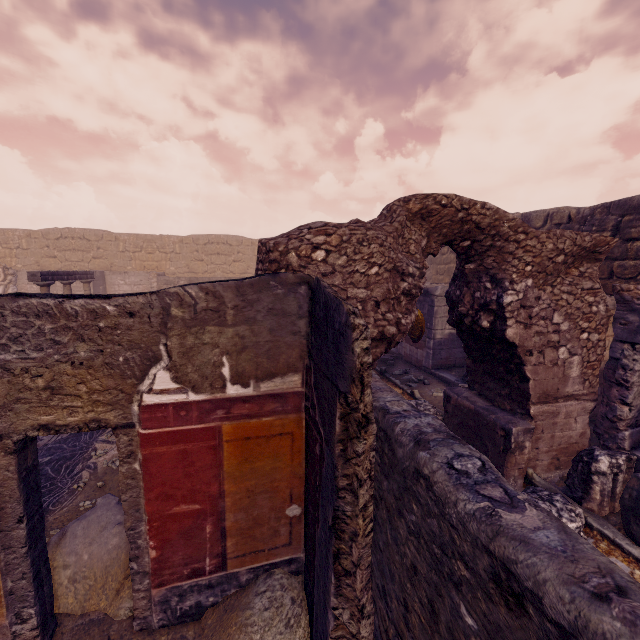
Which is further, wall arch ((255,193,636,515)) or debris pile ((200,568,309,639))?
wall arch ((255,193,636,515))

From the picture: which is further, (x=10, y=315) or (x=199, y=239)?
(x=199, y=239)

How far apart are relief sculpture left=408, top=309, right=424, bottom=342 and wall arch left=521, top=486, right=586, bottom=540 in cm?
534

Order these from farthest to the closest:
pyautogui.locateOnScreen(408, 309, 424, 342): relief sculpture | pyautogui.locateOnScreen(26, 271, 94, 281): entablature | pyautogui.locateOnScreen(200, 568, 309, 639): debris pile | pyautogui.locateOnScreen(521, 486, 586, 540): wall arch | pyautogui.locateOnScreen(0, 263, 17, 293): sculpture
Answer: pyautogui.locateOnScreen(0, 263, 17, 293): sculpture < pyautogui.locateOnScreen(26, 271, 94, 281): entablature < pyautogui.locateOnScreen(408, 309, 424, 342): relief sculpture < pyautogui.locateOnScreen(521, 486, 586, 540): wall arch < pyautogui.locateOnScreen(200, 568, 309, 639): debris pile

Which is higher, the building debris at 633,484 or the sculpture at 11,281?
the sculpture at 11,281

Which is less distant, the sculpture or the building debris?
the building debris

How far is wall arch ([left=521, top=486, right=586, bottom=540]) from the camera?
3.5m

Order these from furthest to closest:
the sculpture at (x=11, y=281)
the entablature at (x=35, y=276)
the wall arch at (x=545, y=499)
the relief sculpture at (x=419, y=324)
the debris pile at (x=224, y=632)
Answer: the sculpture at (x=11, y=281) < the entablature at (x=35, y=276) < the relief sculpture at (x=419, y=324) < the wall arch at (x=545, y=499) < the debris pile at (x=224, y=632)
